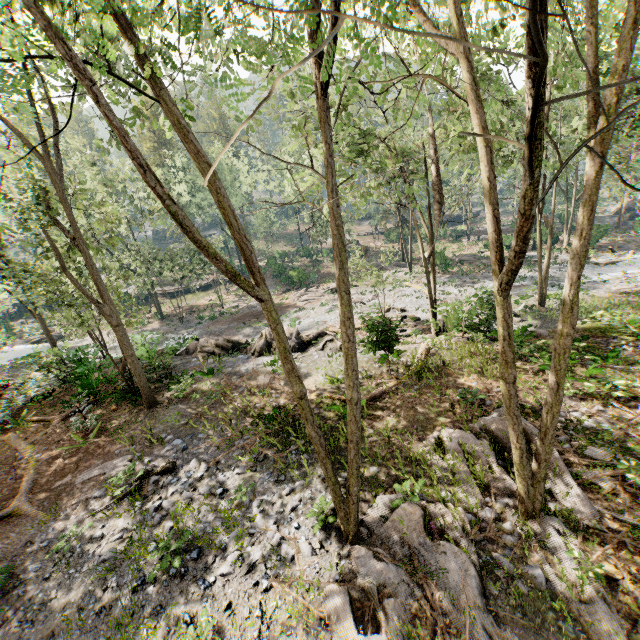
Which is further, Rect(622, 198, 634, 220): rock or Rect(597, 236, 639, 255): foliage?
Rect(622, 198, 634, 220): rock

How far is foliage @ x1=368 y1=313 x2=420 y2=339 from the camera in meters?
13.8 m

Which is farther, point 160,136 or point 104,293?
point 160,136

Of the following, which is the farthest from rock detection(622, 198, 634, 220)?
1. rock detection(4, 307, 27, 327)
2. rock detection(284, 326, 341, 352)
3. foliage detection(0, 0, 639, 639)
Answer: rock detection(4, 307, 27, 327)

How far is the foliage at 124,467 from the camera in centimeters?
1108cm

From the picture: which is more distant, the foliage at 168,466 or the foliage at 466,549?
the foliage at 168,466

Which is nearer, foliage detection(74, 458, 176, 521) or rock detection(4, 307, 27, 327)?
foliage detection(74, 458, 176, 521)
